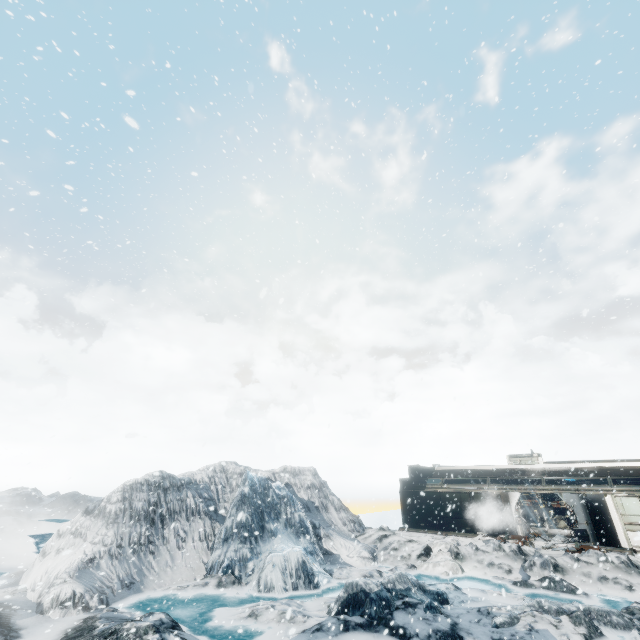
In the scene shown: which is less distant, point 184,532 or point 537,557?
point 537,557
